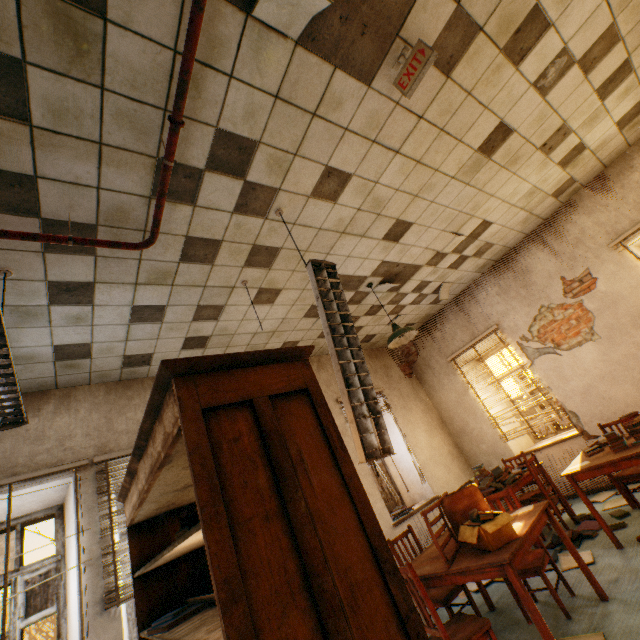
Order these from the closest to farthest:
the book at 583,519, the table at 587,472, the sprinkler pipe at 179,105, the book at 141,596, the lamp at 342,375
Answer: the book at 141,596, the sprinkler pipe at 179,105, the lamp at 342,375, the table at 587,472, the book at 583,519

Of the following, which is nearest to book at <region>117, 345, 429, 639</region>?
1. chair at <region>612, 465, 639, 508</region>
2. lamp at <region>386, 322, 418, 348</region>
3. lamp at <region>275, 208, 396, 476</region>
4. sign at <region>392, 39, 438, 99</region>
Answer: lamp at <region>275, 208, 396, 476</region>

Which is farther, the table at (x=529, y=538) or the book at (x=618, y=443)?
the book at (x=618, y=443)

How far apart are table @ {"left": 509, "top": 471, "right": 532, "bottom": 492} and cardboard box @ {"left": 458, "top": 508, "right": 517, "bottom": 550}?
1.8m

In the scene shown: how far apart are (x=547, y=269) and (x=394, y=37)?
4.86m

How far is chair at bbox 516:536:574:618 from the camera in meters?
2.8

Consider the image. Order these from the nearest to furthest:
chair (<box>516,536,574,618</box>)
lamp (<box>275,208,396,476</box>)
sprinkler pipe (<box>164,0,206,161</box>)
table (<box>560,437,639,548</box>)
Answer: sprinkler pipe (<box>164,0,206,161</box>) < lamp (<box>275,208,396,476</box>) < chair (<box>516,536,574,618</box>) < table (<box>560,437,639,548</box>)

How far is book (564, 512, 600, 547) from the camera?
3.83m
